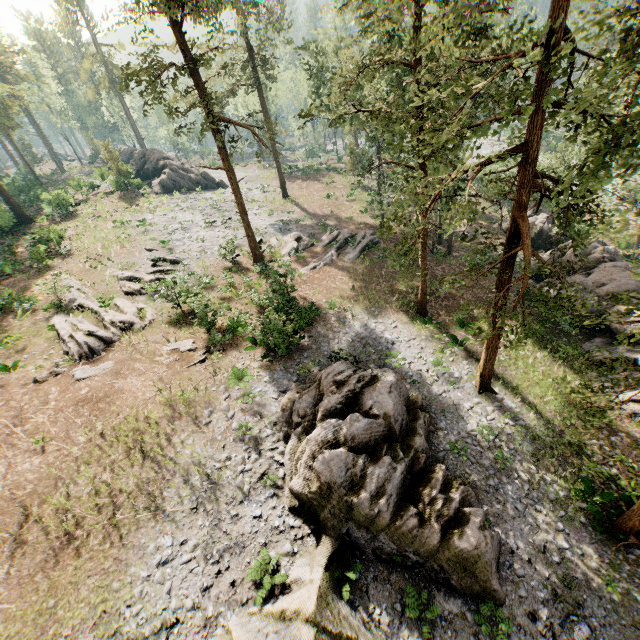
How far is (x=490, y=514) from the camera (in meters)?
13.60

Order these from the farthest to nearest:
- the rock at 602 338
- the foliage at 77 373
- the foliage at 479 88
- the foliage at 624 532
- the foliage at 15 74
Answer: the foliage at 15 74 < the rock at 602 338 < the foliage at 77 373 < the foliage at 624 532 < the foliage at 479 88

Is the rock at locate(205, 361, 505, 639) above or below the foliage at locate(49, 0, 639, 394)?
below

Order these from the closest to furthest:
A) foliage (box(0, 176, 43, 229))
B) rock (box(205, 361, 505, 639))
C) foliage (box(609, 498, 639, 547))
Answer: rock (box(205, 361, 505, 639)) → foliage (box(609, 498, 639, 547)) → foliage (box(0, 176, 43, 229))

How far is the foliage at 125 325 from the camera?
18.23m

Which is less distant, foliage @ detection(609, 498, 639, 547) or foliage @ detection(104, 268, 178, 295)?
foliage @ detection(609, 498, 639, 547)

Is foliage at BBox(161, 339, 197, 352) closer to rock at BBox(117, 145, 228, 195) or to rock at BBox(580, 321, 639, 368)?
rock at BBox(117, 145, 228, 195)

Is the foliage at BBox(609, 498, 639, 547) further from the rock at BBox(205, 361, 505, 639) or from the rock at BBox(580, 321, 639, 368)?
the rock at BBox(205, 361, 505, 639)
